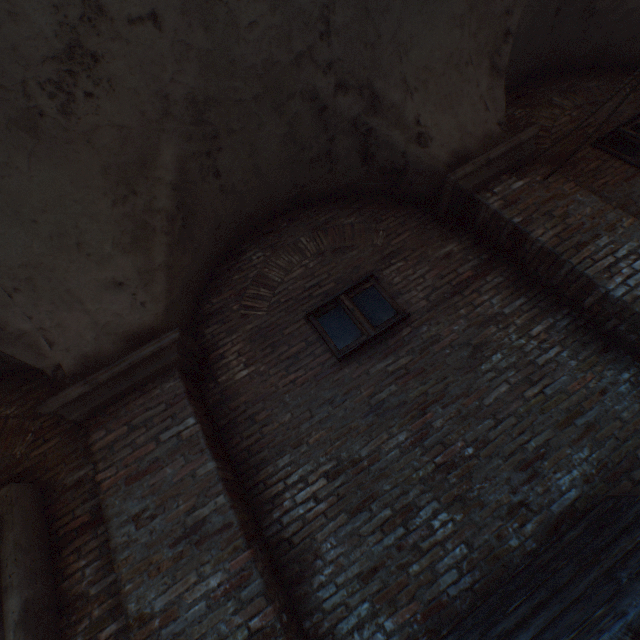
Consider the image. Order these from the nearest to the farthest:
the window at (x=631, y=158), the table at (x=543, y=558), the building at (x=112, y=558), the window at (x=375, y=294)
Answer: the table at (x=543, y=558)
the building at (x=112, y=558)
the window at (x=375, y=294)
the window at (x=631, y=158)

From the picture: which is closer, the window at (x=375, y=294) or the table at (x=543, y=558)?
the table at (x=543, y=558)

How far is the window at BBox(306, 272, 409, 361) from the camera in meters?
3.7

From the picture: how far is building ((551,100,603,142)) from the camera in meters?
5.0

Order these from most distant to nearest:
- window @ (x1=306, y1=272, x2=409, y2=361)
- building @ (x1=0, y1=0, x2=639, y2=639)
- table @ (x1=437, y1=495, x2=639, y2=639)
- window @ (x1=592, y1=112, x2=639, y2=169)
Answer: window @ (x1=592, y1=112, x2=639, y2=169), window @ (x1=306, y1=272, x2=409, y2=361), building @ (x1=0, y1=0, x2=639, y2=639), table @ (x1=437, y1=495, x2=639, y2=639)

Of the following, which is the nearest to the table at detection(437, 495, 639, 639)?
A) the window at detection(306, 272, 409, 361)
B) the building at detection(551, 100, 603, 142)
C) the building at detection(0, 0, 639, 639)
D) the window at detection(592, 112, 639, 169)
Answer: the building at detection(551, 100, 603, 142)

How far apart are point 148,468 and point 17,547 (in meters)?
1.34

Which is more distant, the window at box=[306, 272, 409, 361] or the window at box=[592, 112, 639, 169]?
the window at box=[592, 112, 639, 169]
